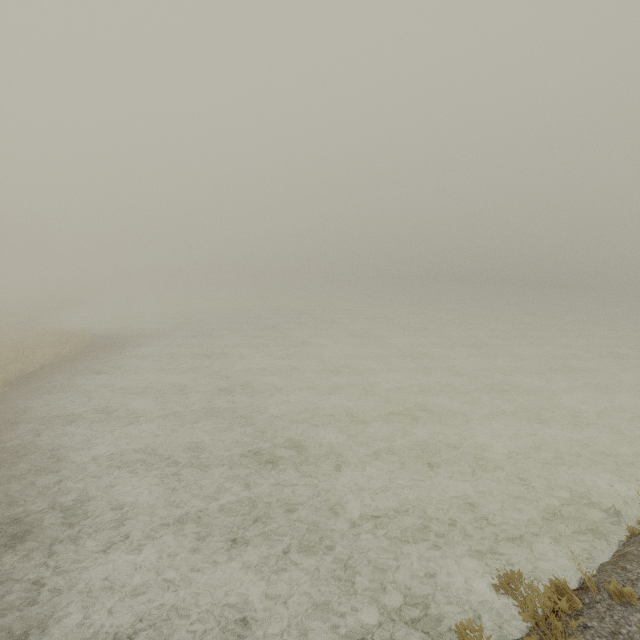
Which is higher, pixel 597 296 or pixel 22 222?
pixel 22 222
